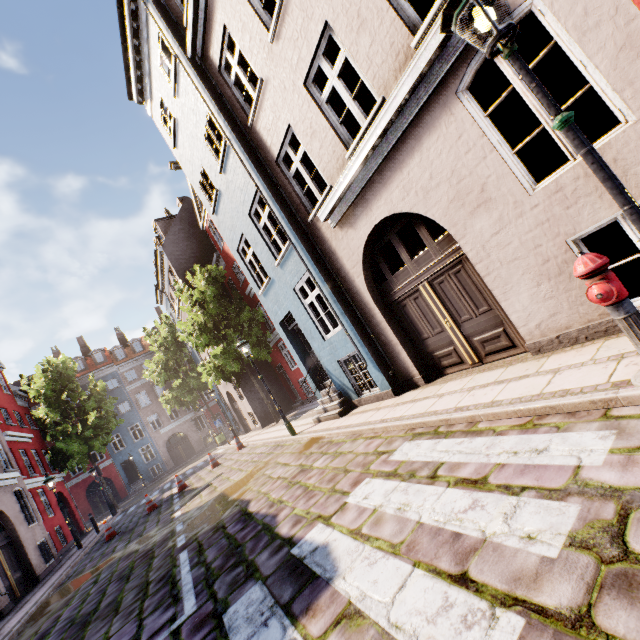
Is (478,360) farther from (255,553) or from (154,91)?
(154,91)

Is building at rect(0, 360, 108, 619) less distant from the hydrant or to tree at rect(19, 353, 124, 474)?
tree at rect(19, 353, 124, 474)

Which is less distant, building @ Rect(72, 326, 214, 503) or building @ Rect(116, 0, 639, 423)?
building @ Rect(116, 0, 639, 423)

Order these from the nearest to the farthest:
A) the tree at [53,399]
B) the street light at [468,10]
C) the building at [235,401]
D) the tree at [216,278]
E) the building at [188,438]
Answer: the street light at [468,10], the tree at [216,278], the building at [235,401], the tree at [53,399], the building at [188,438]

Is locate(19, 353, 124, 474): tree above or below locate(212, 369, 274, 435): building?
above

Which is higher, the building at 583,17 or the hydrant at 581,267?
the building at 583,17

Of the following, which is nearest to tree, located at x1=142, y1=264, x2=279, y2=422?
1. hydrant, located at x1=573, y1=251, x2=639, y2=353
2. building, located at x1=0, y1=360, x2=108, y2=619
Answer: building, located at x1=0, y1=360, x2=108, y2=619

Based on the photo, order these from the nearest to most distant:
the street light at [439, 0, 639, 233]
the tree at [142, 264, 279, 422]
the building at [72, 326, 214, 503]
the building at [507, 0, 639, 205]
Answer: the street light at [439, 0, 639, 233] → the building at [507, 0, 639, 205] → the tree at [142, 264, 279, 422] → the building at [72, 326, 214, 503]
